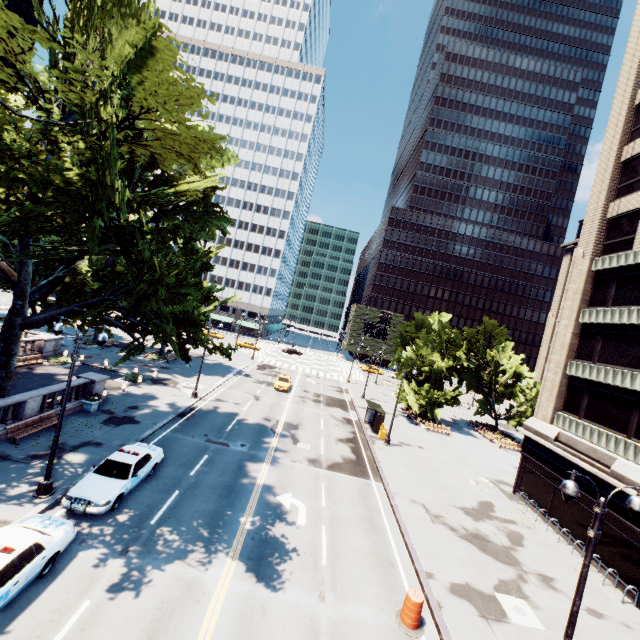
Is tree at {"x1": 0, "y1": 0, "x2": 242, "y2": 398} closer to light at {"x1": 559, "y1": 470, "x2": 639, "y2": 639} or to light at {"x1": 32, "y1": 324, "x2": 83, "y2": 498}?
light at {"x1": 32, "y1": 324, "x2": 83, "y2": 498}

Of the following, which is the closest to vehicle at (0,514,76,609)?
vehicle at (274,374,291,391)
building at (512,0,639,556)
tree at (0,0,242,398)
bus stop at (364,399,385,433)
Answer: tree at (0,0,242,398)

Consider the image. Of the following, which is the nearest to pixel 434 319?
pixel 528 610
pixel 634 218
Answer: pixel 634 218

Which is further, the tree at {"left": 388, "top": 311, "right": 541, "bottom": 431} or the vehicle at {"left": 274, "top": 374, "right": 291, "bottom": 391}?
the vehicle at {"left": 274, "top": 374, "right": 291, "bottom": 391}

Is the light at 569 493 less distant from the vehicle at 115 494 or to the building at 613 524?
the building at 613 524

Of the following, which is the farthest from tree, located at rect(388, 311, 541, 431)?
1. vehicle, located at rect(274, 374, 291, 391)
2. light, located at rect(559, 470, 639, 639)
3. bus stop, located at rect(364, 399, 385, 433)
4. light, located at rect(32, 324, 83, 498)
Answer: vehicle, located at rect(274, 374, 291, 391)

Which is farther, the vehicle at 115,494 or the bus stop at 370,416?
the bus stop at 370,416

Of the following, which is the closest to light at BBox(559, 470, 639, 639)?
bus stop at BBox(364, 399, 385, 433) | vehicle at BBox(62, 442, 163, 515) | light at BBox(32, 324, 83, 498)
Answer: bus stop at BBox(364, 399, 385, 433)
